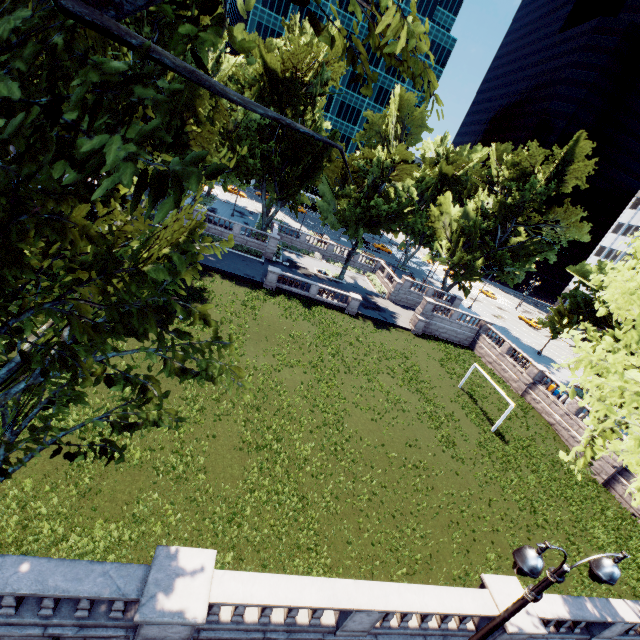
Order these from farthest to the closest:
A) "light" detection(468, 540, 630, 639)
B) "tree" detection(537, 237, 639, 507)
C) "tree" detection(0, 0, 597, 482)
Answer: "tree" detection(537, 237, 639, 507), "light" detection(468, 540, 630, 639), "tree" detection(0, 0, 597, 482)

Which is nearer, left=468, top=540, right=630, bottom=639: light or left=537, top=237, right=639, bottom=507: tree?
left=468, top=540, right=630, bottom=639: light

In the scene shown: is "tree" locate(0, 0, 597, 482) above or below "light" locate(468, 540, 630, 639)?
above

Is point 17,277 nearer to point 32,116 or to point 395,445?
point 32,116

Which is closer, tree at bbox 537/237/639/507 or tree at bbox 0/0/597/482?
tree at bbox 0/0/597/482

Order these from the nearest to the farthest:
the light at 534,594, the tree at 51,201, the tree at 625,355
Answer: the tree at 51,201
the light at 534,594
the tree at 625,355

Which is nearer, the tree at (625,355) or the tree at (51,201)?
the tree at (51,201)
